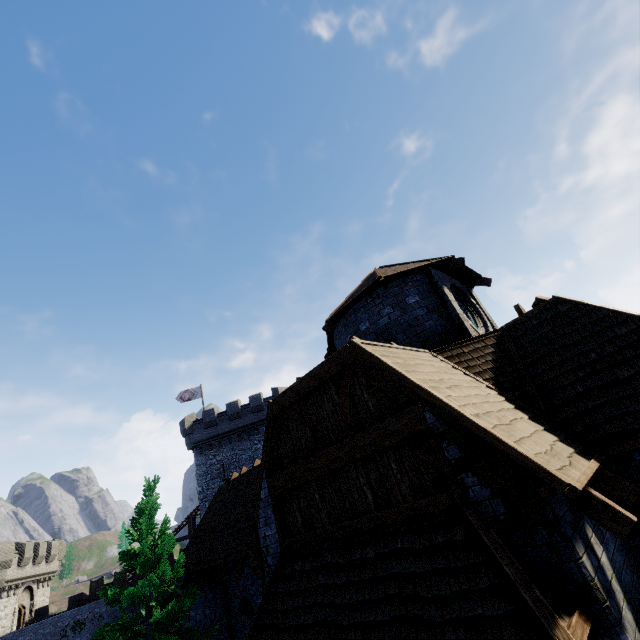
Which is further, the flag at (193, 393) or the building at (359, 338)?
the flag at (193, 393)

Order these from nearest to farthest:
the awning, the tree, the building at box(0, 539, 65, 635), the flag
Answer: the awning
the tree
the building at box(0, 539, 65, 635)
the flag

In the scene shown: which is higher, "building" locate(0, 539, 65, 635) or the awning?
"building" locate(0, 539, 65, 635)

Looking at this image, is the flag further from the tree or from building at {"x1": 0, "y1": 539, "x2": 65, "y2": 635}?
the tree

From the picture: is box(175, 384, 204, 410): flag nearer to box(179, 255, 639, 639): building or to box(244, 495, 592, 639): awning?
box(179, 255, 639, 639): building

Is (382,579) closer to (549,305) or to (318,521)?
(318,521)

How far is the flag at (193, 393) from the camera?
36.6m

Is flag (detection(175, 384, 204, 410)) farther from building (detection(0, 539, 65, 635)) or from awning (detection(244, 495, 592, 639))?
awning (detection(244, 495, 592, 639))
